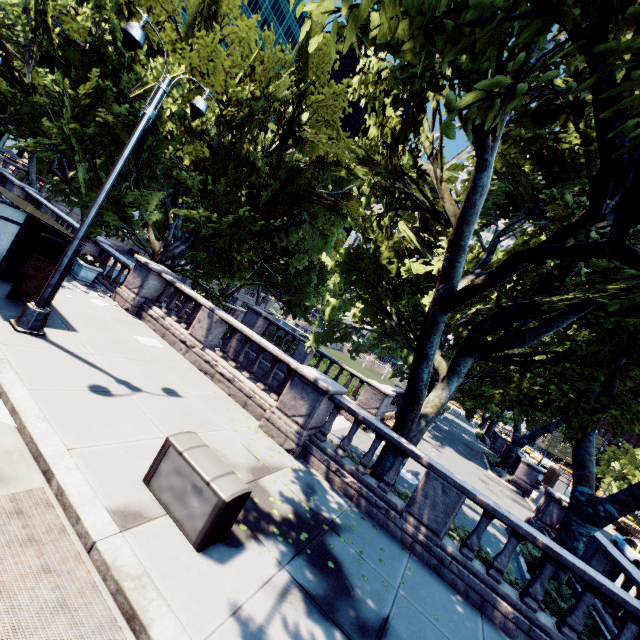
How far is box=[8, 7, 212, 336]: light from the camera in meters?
6.8

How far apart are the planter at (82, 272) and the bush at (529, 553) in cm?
1947

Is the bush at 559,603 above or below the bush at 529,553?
above

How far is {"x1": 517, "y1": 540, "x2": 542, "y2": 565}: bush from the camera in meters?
11.1 m

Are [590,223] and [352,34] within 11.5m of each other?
yes

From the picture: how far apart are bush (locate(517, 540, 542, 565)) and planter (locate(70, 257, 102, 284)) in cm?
1947

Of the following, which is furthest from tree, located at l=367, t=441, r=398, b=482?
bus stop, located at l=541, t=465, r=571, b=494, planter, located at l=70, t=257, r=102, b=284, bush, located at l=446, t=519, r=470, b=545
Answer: bus stop, located at l=541, t=465, r=571, b=494

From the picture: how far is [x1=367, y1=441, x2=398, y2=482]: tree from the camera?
9.2m
